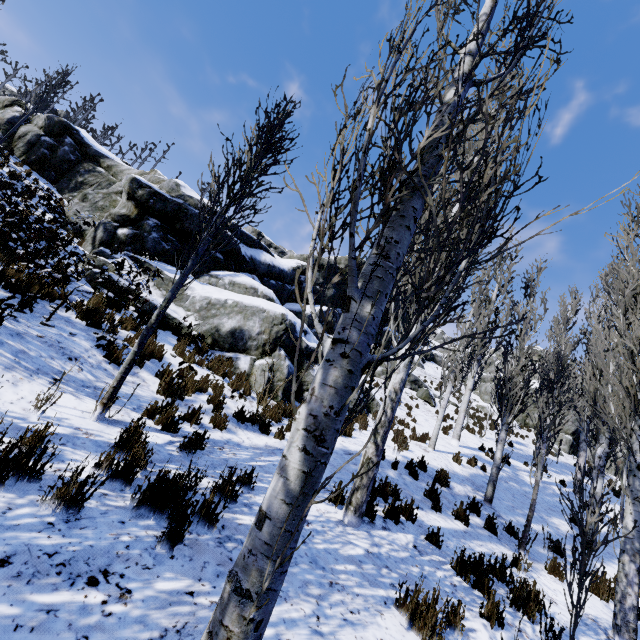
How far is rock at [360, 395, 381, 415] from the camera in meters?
13.4

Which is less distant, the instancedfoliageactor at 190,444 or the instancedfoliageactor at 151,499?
the instancedfoliageactor at 151,499

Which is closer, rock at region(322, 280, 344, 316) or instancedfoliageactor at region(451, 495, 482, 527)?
instancedfoliageactor at region(451, 495, 482, 527)

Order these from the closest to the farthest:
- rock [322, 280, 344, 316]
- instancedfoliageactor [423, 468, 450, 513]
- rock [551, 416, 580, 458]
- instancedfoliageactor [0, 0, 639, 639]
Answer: instancedfoliageactor [0, 0, 639, 639]
instancedfoliageactor [423, 468, 450, 513]
rock [322, 280, 344, 316]
rock [551, 416, 580, 458]

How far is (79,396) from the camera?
4.9 meters

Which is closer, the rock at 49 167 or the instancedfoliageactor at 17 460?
the instancedfoliageactor at 17 460

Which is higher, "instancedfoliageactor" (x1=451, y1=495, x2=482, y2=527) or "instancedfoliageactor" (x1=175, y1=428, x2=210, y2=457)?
"instancedfoliageactor" (x1=451, y1=495, x2=482, y2=527)
